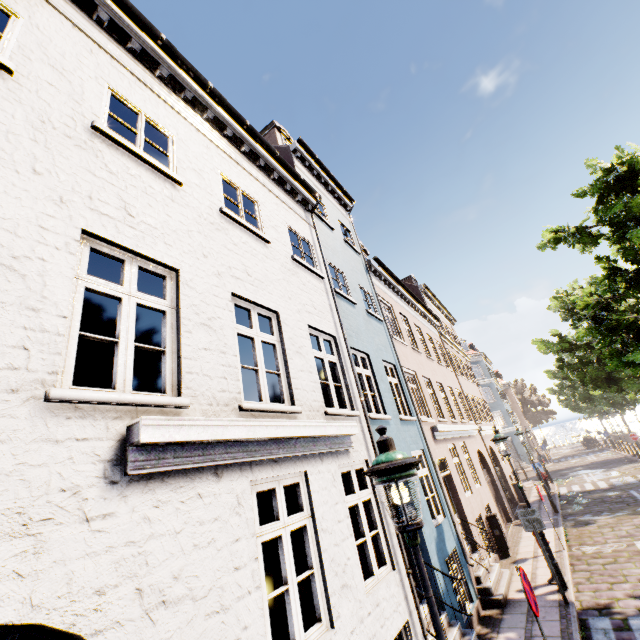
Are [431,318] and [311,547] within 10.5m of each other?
no

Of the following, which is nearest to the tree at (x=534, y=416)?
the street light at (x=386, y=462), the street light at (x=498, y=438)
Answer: the street light at (x=498, y=438)

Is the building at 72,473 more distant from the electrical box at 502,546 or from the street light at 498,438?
the electrical box at 502,546

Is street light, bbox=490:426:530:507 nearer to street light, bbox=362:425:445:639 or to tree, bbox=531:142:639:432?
tree, bbox=531:142:639:432

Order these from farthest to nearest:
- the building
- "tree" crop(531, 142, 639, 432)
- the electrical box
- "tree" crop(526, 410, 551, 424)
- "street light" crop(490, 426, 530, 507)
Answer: "tree" crop(526, 410, 551, 424) → the electrical box → "street light" crop(490, 426, 530, 507) → "tree" crop(531, 142, 639, 432) → the building

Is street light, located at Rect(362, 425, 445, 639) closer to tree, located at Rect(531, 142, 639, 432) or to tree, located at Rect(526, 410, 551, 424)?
tree, located at Rect(531, 142, 639, 432)

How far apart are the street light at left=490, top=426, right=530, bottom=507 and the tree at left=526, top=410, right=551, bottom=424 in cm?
6123

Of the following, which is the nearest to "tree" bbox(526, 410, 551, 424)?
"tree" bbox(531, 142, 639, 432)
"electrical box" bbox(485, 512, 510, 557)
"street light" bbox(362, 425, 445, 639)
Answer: "tree" bbox(531, 142, 639, 432)
